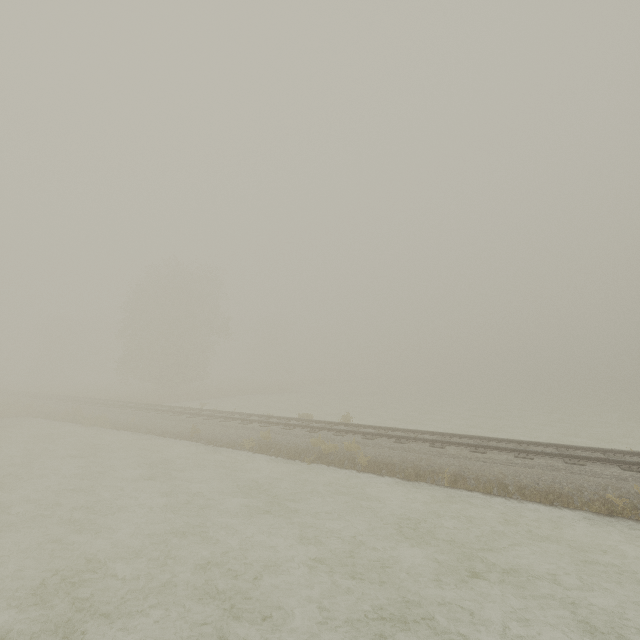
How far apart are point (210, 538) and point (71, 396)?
29.80m

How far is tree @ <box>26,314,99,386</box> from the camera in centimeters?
5356cm

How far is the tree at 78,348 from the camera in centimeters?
5356cm
